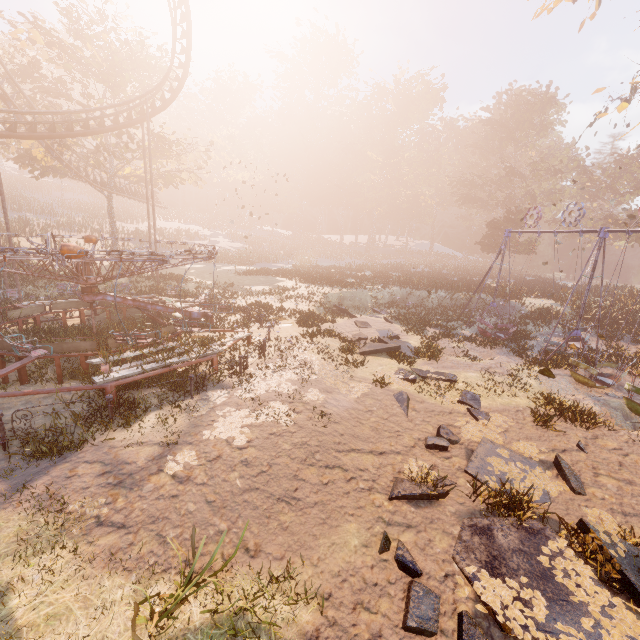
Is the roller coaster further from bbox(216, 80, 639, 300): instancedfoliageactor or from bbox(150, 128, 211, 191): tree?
bbox(216, 80, 639, 300): instancedfoliageactor

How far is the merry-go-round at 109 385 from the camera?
8.04m

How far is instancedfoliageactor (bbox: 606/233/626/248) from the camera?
43.6 meters

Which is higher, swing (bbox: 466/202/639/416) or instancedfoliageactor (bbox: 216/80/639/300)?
instancedfoliageactor (bbox: 216/80/639/300)

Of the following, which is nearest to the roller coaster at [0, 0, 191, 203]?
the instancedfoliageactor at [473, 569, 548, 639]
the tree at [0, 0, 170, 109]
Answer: the tree at [0, 0, 170, 109]

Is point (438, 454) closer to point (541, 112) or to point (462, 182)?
point (462, 182)

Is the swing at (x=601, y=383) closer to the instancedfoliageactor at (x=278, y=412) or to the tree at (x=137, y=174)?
the instancedfoliageactor at (x=278, y=412)

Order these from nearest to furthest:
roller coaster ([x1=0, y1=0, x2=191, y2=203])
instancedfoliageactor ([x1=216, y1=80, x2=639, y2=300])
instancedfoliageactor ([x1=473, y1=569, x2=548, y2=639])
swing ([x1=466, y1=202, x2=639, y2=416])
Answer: instancedfoliageactor ([x1=473, y1=569, x2=548, y2=639]) → swing ([x1=466, y1=202, x2=639, y2=416]) → roller coaster ([x1=0, y1=0, x2=191, y2=203]) → instancedfoliageactor ([x1=216, y1=80, x2=639, y2=300])
